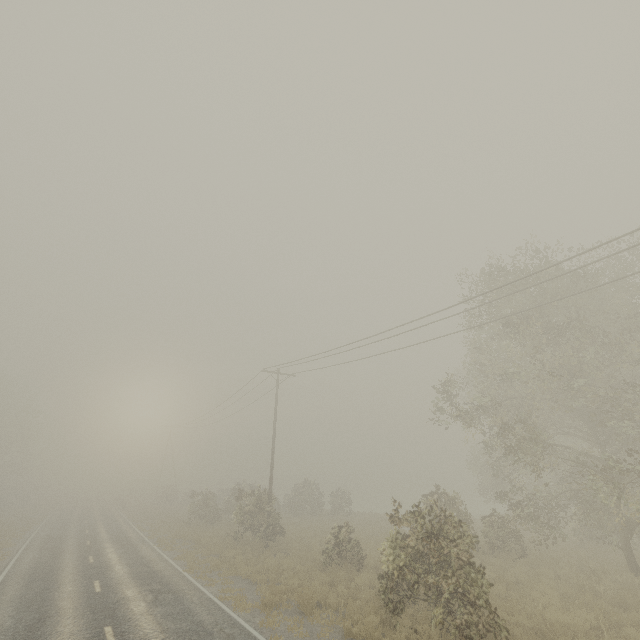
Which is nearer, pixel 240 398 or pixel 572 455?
pixel 572 455

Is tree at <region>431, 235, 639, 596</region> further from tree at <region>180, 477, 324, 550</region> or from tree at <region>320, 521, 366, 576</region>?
tree at <region>180, 477, 324, 550</region>

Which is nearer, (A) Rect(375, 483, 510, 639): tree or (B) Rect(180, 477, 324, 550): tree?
(A) Rect(375, 483, 510, 639): tree

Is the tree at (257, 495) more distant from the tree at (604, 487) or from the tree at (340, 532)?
the tree at (604, 487)

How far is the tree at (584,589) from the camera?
11.76m
